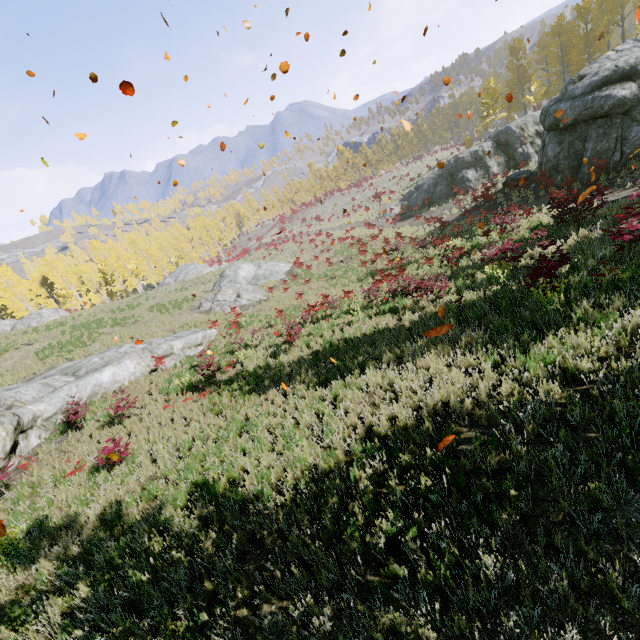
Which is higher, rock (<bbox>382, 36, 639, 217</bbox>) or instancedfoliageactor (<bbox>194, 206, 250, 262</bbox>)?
instancedfoliageactor (<bbox>194, 206, 250, 262</bbox>)

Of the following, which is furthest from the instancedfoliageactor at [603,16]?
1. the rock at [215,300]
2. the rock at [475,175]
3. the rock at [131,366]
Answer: the rock at [215,300]

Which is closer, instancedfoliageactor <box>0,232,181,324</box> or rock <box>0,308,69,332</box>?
rock <box>0,308,69,332</box>

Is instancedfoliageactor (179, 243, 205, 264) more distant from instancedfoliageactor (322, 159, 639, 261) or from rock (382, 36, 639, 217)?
instancedfoliageactor (322, 159, 639, 261)

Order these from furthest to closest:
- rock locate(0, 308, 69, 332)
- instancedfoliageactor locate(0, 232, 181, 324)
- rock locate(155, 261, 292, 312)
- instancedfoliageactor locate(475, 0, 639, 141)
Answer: instancedfoliageactor locate(0, 232, 181, 324), instancedfoliageactor locate(475, 0, 639, 141), rock locate(0, 308, 69, 332), rock locate(155, 261, 292, 312)

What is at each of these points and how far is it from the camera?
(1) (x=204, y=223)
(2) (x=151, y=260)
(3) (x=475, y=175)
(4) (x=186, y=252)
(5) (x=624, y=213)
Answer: (1) instancedfoliageactor, 57.2 meters
(2) instancedfoliageactor, 51.9 meters
(3) rock, 27.9 meters
(4) instancedfoliageactor, 58.0 meters
(5) instancedfoliageactor, 11.2 meters

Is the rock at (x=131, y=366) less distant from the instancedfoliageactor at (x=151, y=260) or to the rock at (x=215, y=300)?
the instancedfoliageactor at (x=151, y=260)

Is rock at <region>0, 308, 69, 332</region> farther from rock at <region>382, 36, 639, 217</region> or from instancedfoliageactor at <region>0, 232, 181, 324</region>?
rock at <region>382, 36, 639, 217</region>
